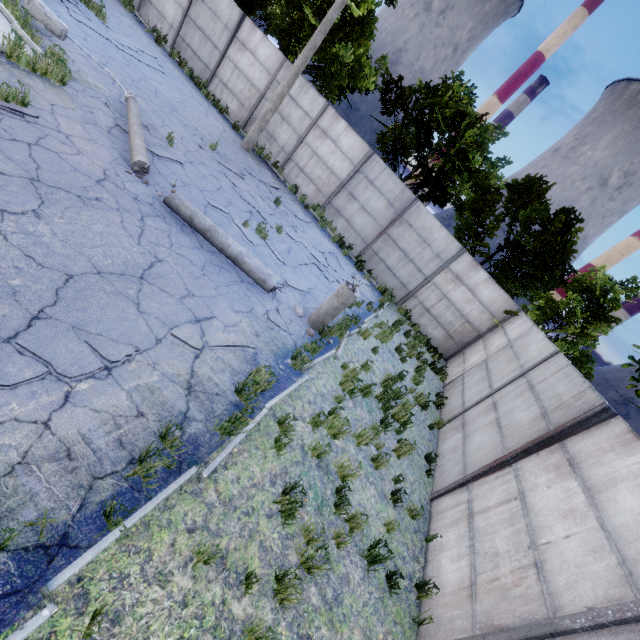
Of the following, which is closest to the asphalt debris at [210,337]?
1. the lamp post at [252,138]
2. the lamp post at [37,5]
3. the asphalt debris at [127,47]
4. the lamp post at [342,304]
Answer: the lamp post at [342,304]

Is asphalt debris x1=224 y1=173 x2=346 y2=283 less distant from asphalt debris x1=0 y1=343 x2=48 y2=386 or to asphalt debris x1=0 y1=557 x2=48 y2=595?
asphalt debris x1=0 y1=343 x2=48 y2=386

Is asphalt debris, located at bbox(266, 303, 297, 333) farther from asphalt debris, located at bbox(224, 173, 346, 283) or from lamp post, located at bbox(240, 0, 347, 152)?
lamp post, located at bbox(240, 0, 347, 152)

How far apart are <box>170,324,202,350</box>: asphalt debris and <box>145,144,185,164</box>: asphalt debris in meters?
5.4 m

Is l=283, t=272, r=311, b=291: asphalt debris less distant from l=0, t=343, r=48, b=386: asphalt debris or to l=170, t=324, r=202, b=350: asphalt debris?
l=170, t=324, r=202, b=350: asphalt debris

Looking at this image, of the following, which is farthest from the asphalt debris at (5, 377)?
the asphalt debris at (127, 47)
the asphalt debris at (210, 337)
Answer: the asphalt debris at (127, 47)

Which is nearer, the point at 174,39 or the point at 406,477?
the point at 406,477

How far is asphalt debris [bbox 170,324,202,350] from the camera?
4.8 meters
